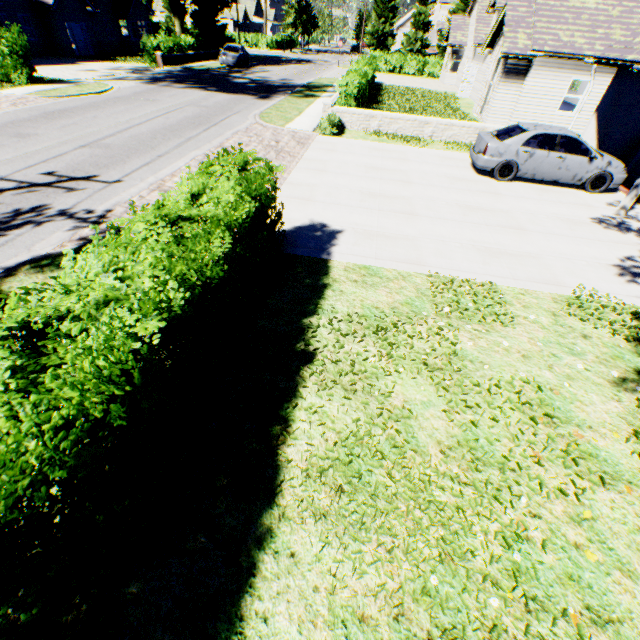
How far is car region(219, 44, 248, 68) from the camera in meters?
29.9

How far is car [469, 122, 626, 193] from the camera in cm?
1028

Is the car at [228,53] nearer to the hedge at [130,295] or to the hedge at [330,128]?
the hedge at [330,128]

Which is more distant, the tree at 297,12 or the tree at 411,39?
the tree at 297,12

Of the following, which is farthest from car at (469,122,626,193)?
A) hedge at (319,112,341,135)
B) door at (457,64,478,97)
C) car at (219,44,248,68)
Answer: car at (219,44,248,68)

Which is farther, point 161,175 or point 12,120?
point 12,120

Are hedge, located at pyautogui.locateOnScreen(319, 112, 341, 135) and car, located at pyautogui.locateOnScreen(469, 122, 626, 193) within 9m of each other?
yes

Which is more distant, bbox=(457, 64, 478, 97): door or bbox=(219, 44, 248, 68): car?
bbox=(219, 44, 248, 68): car
